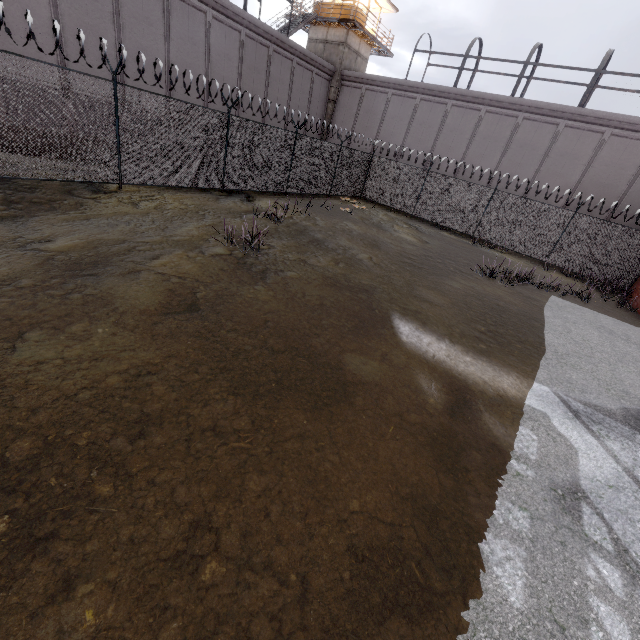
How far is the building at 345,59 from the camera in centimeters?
2633cm

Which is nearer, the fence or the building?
the fence

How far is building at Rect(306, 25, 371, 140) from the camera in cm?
2633

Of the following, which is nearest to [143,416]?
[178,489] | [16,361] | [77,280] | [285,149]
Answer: [178,489]

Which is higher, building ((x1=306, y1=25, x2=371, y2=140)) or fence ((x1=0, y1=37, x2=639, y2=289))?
building ((x1=306, y1=25, x2=371, y2=140))

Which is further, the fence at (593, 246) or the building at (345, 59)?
the building at (345, 59)
